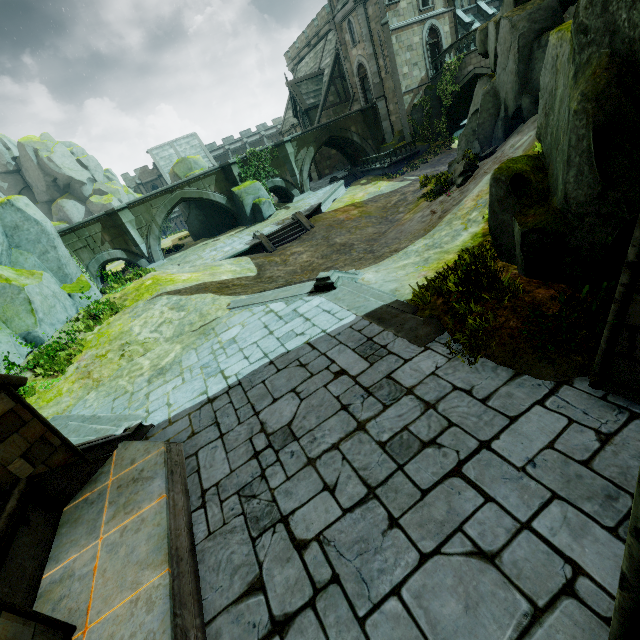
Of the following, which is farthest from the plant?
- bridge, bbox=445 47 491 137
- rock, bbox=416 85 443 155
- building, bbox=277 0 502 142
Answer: bridge, bbox=445 47 491 137

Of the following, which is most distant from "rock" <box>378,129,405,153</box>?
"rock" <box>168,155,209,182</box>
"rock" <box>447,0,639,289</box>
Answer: "rock" <box>447,0,639,289</box>

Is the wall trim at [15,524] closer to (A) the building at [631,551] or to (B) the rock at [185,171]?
(A) the building at [631,551]

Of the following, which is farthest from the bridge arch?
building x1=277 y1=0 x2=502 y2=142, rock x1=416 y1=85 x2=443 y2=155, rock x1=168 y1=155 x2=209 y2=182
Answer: rock x1=416 y1=85 x2=443 y2=155

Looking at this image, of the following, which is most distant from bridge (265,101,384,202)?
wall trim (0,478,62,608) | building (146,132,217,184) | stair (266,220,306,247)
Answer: building (146,132,217,184)

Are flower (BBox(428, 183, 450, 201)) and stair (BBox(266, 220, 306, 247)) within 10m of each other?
yes

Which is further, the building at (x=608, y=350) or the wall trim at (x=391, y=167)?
the wall trim at (x=391, y=167)

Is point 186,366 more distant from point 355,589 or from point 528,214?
point 528,214
